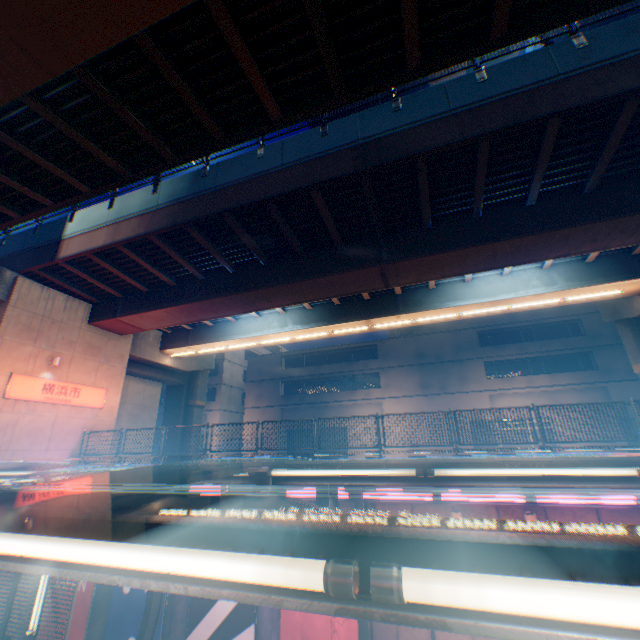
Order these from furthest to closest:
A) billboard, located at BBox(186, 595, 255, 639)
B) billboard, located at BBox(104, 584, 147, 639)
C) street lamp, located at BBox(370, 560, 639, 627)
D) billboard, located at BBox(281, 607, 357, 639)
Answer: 1. billboard, located at BBox(104, 584, 147, 639)
2. billboard, located at BBox(186, 595, 255, 639)
3. billboard, located at BBox(281, 607, 357, 639)
4. street lamp, located at BBox(370, 560, 639, 627)

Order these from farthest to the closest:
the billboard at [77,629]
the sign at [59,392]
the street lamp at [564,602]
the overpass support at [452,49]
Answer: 1. the sign at [59,392]
2. the billboard at [77,629]
3. the overpass support at [452,49]
4. the street lamp at [564,602]

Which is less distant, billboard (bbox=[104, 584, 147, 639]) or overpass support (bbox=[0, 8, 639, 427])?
overpass support (bbox=[0, 8, 639, 427])

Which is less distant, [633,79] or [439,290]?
[633,79]

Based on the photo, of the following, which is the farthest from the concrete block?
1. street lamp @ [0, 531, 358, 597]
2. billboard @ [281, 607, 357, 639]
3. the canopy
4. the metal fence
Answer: street lamp @ [0, 531, 358, 597]

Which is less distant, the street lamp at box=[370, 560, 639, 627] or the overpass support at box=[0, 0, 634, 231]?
the street lamp at box=[370, 560, 639, 627]

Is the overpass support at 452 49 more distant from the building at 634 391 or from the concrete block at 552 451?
the building at 634 391

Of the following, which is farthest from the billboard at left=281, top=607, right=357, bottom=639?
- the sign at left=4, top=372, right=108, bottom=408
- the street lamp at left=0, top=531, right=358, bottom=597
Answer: the sign at left=4, top=372, right=108, bottom=408
